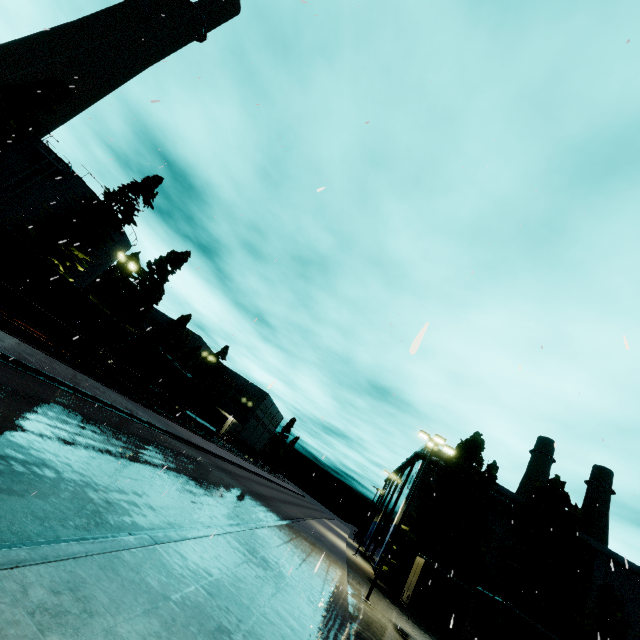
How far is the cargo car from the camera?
28.6 meters

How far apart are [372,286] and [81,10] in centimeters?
1446cm

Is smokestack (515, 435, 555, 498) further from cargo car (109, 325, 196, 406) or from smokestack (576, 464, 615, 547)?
cargo car (109, 325, 196, 406)

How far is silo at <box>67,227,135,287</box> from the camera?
36.03m

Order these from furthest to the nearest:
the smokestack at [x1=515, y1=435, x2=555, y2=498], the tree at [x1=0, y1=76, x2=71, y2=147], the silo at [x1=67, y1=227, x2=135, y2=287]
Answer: the smokestack at [x1=515, y1=435, x2=555, y2=498] < the silo at [x1=67, y1=227, x2=135, y2=287] < the tree at [x1=0, y1=76, x2=71, y2=147]

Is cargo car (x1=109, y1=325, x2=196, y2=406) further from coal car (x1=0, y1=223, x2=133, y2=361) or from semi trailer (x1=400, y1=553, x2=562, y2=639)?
semi trailer (x1=400, y1=553, x2=562, y2=639)

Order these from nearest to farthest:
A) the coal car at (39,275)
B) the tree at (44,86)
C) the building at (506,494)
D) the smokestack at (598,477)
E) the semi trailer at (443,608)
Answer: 1. the semi trailer at (443,608)
2. the coal car at (39,275)
3. the tree at (44,86)
4. the building at (506,494)
5. the smokestack at (598,477)

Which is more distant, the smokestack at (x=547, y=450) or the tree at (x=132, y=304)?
the smokestack at (x=547, y=450)
